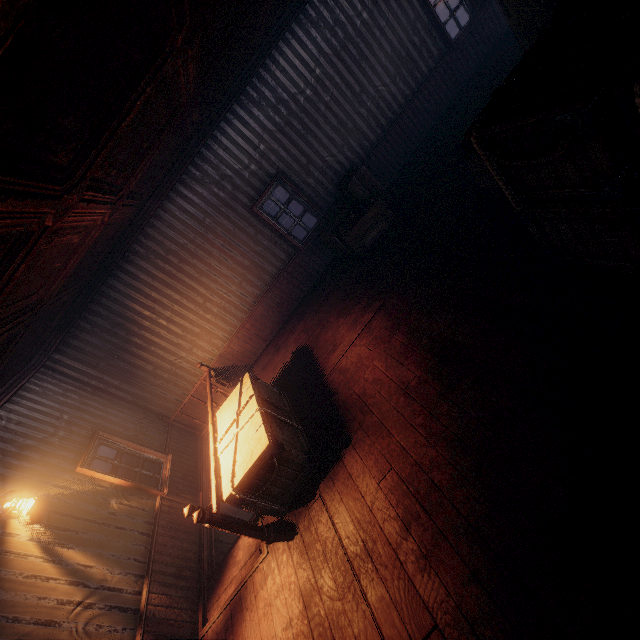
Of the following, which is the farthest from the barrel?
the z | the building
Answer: the z

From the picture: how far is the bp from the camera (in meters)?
4.16

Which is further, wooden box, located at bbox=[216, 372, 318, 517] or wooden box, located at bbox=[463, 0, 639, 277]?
wooden box, located at bbox=[216, 372, 318, 517]

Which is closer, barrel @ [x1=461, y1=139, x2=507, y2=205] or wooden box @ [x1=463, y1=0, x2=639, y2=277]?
wooden box @ [x1=463, y1=0, x2=639, y2=277]

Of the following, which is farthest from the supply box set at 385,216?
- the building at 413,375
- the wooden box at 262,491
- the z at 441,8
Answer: the z at 441,8

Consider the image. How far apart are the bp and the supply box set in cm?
640

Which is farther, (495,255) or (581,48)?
(495,255)

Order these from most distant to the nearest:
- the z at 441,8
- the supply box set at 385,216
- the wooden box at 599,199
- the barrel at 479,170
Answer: the z at 441,8 < the supply box set at 385,216 < the barrel at 479,170 < the wooden box at 599,199
